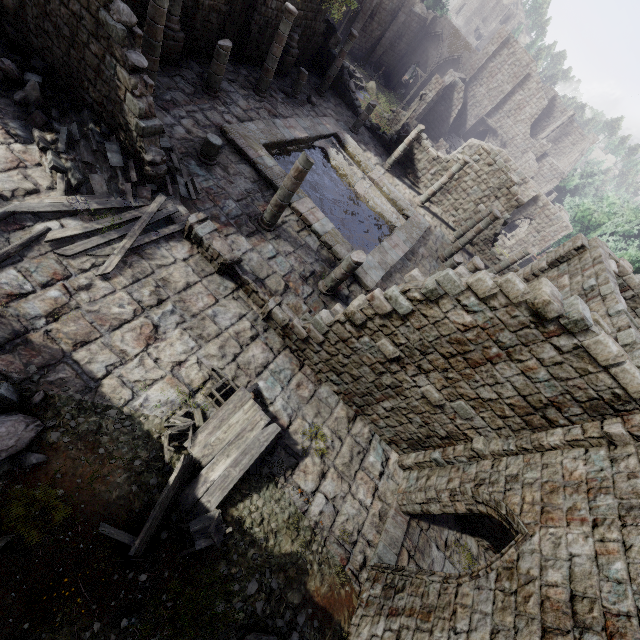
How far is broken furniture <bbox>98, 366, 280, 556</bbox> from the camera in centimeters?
632cm

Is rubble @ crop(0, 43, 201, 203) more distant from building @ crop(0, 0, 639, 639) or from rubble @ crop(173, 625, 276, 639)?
rubble @ crop(173, 625, 276, 639)

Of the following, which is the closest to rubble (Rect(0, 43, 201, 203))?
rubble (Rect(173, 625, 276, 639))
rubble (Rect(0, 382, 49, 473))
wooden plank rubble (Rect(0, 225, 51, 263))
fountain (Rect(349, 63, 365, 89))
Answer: wooden plank rubble (Rect(0, 225, 51, 263))

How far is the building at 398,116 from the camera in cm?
3250

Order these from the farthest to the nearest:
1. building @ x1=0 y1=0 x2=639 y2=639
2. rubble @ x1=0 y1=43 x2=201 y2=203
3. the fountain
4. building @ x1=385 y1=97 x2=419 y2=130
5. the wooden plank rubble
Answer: the fountain < building @ x1=385 y1=97 x2=419 y2=130 < rubble @ x1=0 y1=43 x2=201 y2=203 < the wooden plank rubble < building @ x1=0 y1=0 x2=639 y2=639

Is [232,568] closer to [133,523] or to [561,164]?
[133,523]

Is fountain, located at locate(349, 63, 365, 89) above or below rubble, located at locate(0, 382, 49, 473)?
below

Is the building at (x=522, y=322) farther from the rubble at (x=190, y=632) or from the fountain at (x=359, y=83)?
the fountain at (x=359, y=83)
